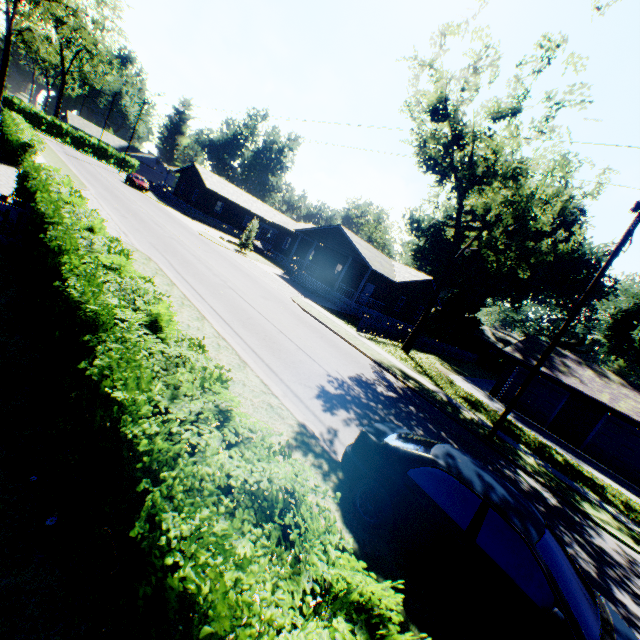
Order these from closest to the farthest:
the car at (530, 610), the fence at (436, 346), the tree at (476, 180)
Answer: the car at (530, 610)
the tree at (476, 180)
the fence at (436, 346)

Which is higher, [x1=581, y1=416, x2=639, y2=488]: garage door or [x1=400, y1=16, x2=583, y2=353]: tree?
[x1=400, y1=16, x2=583, y2=353]: tree

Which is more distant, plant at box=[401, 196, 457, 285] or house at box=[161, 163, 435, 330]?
plant at box=[401, 196, 457, 285]

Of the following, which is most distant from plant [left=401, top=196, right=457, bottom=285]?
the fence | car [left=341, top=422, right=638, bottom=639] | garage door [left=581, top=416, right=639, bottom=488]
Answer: car [left=341, top=422, right=638, bottom=639]

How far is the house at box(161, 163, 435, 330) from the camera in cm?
2969

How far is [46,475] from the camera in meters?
3.5 m

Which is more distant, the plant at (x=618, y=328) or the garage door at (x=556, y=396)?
the plant at (x=618, y=328)

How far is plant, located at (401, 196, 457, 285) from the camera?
44.3m
